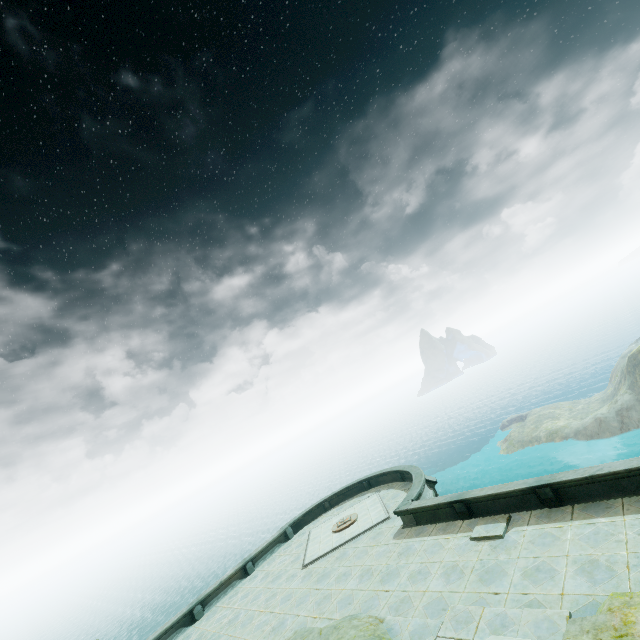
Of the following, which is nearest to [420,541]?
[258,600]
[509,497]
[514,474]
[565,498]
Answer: [509,497]
